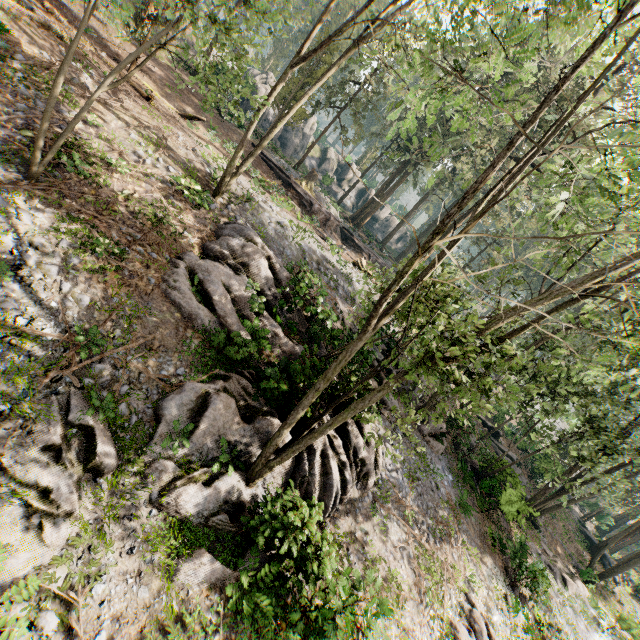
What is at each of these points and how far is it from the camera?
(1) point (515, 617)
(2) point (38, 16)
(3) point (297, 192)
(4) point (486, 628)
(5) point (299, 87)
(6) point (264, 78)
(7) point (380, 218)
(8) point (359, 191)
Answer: (1) foliage, 14.8m
(2) foliage, 13.2m
(3) ground embankment, 27.2m
(4) foliage, 12.7m
(5) foliage, 29.0m
(6) rock, 41.5m
(7) rock, 53.9m
(8) rock, 53.2m

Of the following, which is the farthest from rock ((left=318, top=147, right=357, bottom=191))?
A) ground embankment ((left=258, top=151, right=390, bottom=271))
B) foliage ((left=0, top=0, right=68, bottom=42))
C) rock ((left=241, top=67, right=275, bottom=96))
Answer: ground embankment ((left=258, top=151, right=390, bottom=271))

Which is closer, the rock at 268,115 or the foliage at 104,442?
the foliage at 104,442

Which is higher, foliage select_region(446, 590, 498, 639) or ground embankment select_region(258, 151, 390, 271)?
ground embankment select_region(258, 151, 390, 271)

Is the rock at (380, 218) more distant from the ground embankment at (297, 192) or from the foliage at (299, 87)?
the ground embankment at (297, 192)

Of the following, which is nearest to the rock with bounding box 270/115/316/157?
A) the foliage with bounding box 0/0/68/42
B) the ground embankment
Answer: the foliage with bounding box 0/0/68/42

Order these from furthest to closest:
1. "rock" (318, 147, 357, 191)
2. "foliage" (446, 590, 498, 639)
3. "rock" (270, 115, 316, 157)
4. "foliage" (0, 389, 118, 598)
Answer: "rock" (318, 147, 357, 191) → "rock" (270, 115, 316, 157) → "foliage" (446, 590, 498, 639) → "foliage" (0, 389, 118, 598)

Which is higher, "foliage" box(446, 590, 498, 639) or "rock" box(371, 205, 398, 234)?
"rock" box(371, 205, 398, 234)
